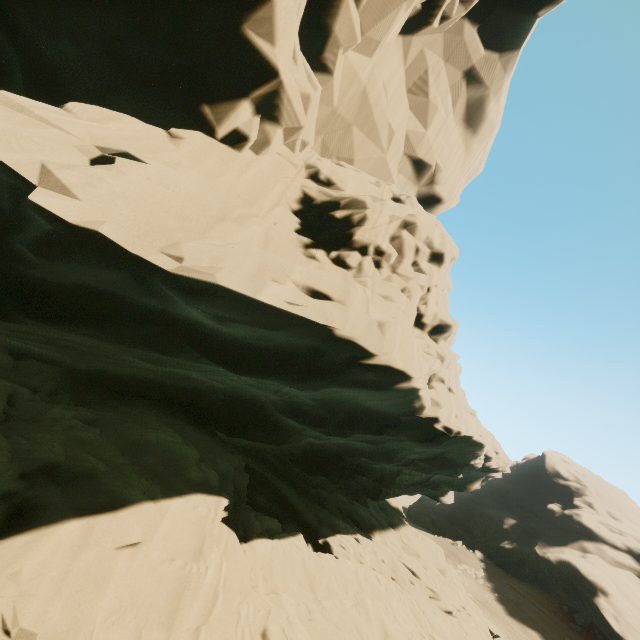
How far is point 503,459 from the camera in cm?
2075
